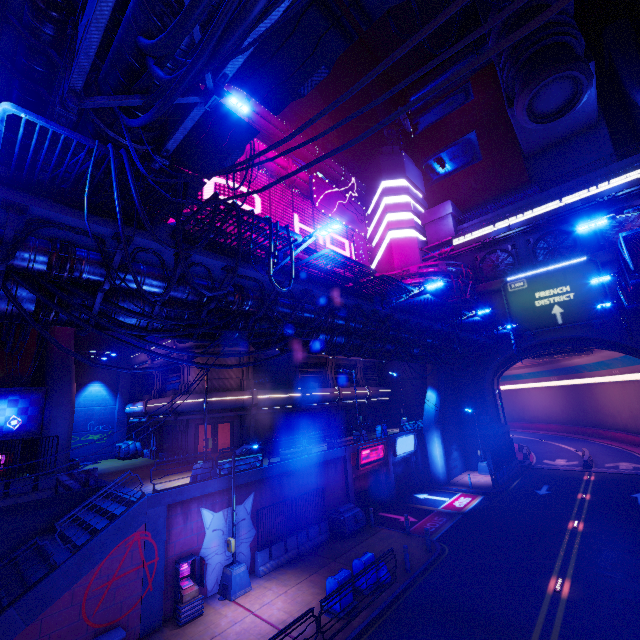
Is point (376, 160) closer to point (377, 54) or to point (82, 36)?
point (377, 54)

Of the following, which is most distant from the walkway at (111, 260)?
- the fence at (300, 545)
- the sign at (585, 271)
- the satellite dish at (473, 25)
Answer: the satellite dish at (473, 25)

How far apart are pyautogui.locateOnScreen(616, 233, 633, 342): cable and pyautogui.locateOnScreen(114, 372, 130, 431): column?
35.60m

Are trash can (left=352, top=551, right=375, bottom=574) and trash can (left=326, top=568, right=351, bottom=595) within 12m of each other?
yes

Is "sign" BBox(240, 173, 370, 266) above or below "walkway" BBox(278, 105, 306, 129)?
below

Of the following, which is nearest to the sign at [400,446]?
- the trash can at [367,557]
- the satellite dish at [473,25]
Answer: the trash can at [367,557]

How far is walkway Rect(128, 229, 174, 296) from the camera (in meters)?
8.32

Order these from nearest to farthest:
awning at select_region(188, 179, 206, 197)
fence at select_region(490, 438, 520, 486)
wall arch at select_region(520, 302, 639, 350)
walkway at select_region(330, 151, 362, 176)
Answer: awning at select_region(188, 179, 206, 197) → wall arch at select_region(520, 302, 639, 350) → fence at select_region(490, 438, 520, 486) → walkway at select_region(330, 151, 362, 176)
